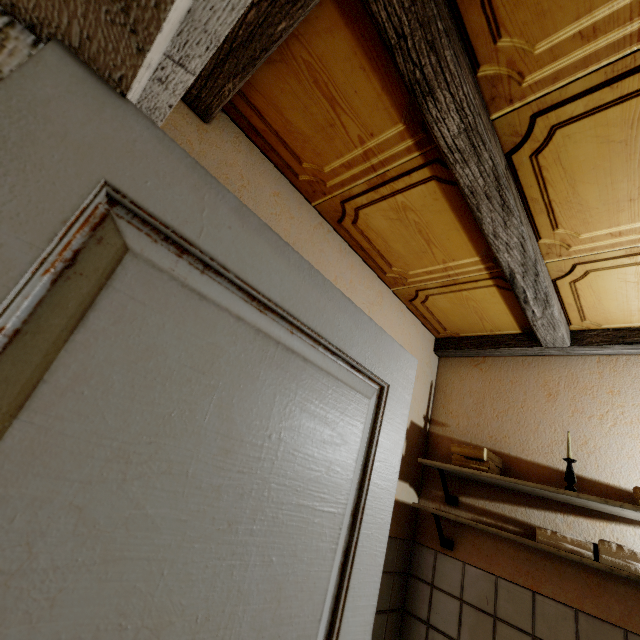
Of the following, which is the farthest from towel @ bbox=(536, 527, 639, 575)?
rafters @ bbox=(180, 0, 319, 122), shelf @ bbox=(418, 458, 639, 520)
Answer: rafters @ bbox=(180, 0, 319, 122)

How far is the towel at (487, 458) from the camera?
1.8 meters

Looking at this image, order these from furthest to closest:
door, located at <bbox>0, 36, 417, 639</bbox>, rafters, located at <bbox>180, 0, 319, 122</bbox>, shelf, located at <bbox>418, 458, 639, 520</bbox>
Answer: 1. shelf, located at <bbox>418, 458, 639, 520</bbox>
2. rafters, located at <bbox>180, 0, 319, 122</bbox>
3. door, located at <bbox>0, 36, 417, 639</bbox>

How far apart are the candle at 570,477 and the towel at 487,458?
0.3 meters

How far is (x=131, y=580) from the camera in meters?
0.5

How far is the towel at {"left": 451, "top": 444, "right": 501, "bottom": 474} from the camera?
1.8m

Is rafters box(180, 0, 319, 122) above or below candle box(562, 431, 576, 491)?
above

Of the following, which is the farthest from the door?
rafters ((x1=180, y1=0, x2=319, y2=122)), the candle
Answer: the candle
